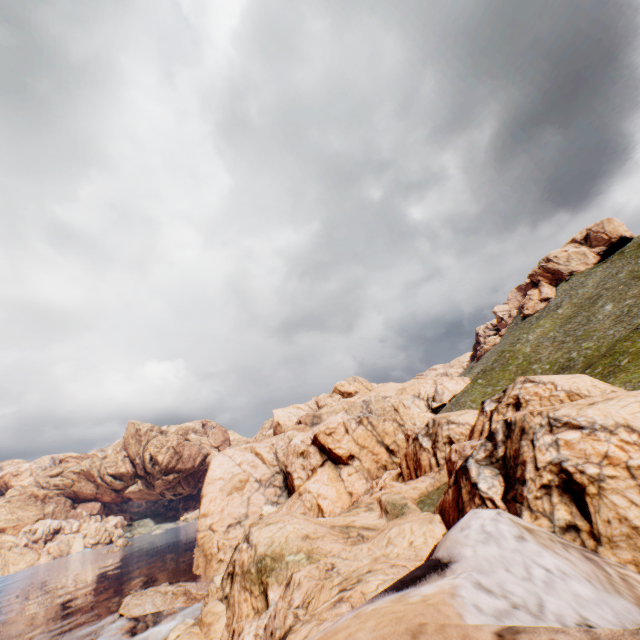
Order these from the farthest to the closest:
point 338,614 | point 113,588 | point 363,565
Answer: point 113,588 < point 363,565 < point 338,614
